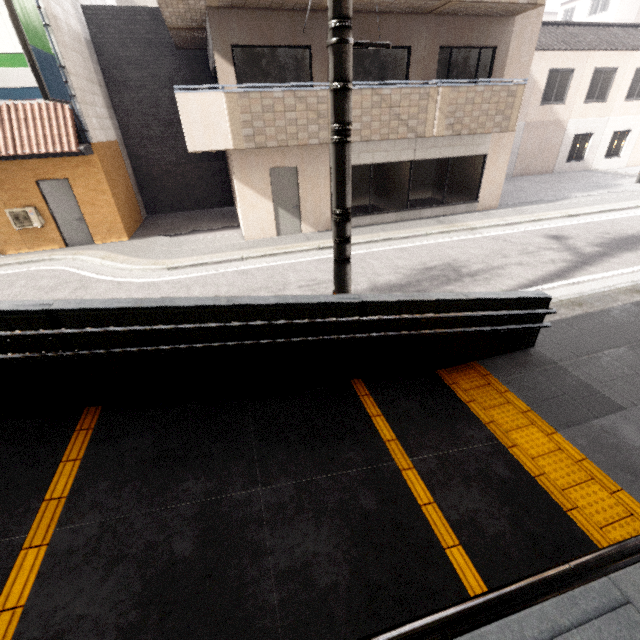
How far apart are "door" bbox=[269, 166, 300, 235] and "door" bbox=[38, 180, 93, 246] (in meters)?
6.28

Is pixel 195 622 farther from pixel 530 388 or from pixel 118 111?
pixel 118 111

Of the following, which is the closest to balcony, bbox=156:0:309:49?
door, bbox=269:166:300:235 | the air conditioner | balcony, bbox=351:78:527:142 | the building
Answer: balcony, bbox=351:78:527:142

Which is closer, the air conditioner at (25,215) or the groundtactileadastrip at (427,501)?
the groundtactileadastrip at (427,501)

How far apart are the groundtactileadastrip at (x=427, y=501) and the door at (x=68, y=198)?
11.2m

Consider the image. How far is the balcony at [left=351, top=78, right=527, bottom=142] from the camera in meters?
8.8 m

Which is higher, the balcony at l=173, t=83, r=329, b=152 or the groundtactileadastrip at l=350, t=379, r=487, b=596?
the balcony at l=173, t=83, r=329, b=152

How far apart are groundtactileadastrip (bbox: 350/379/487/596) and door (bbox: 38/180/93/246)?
11.2m
